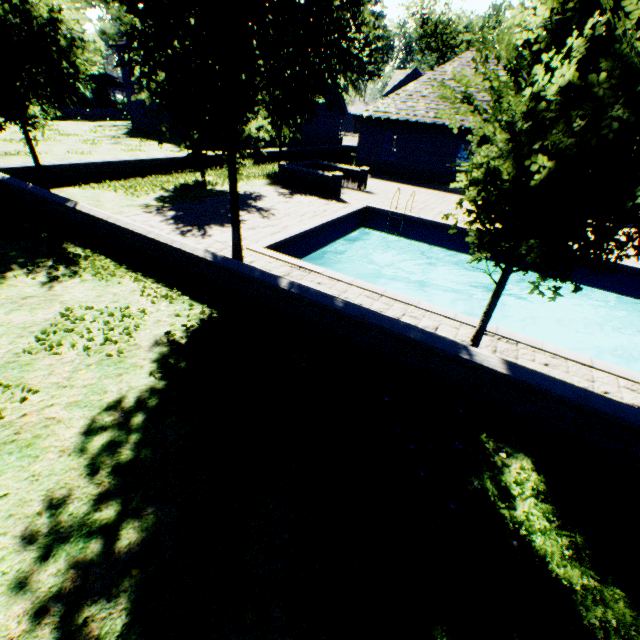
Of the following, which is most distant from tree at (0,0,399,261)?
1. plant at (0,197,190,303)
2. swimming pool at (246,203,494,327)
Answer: plant at (0,197,190,303)

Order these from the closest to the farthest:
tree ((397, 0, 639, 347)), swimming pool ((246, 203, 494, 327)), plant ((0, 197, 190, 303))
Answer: tree ((397, 0, 639, 347))
plant ((0, 197, 190, 303))
swimming pool ((246, 203, 494, 327))

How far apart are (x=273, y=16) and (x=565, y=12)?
3.89m

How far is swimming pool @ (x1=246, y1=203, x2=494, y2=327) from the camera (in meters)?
8.15

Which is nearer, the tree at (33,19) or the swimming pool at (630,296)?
the tree at (33,19)

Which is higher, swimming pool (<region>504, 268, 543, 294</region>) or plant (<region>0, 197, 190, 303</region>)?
plant (<region>0, 197, 190, 303</region>)

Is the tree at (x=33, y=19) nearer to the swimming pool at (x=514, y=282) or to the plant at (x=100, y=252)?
the swimming pool at (x=514, y=282)
